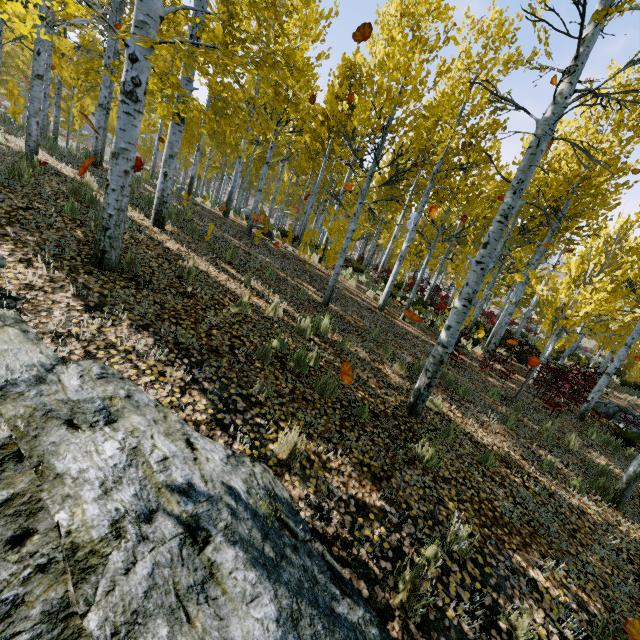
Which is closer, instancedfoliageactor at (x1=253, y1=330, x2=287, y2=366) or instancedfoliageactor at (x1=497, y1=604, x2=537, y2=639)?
instancedfoliageactor at (x1=497, y1=604, x2=537, y2=639)

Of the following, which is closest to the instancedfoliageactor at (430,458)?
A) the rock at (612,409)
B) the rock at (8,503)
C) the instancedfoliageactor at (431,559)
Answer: the rock at (8,503)

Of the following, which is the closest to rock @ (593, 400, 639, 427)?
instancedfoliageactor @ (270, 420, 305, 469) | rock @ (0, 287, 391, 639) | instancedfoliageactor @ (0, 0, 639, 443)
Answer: instancedfoliageactor @ (0, 0, 639, 443)

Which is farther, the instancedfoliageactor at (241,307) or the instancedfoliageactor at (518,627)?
the instancedfoliageactor at (241,307)

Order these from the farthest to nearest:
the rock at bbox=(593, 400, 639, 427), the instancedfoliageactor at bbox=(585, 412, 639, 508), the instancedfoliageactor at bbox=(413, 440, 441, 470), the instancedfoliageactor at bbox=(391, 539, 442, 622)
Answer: the rock at bbox=(593, 400, 639, 427) < the instancedfoliageactor at bbox=(585, 412, 639, 508) < the instancedfoliageactor at bbox=(413, 440, 441, 470) < the instancedfoliageactor at bbox=(391, 539, 442, 622)

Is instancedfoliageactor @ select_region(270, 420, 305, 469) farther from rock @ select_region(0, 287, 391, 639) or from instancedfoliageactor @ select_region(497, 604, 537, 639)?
instancedfoliageactor @ select_region(497, 604, 537, 639)

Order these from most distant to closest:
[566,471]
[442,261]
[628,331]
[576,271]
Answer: [442,261] → [628,331] → [576,271] → [566,471]
